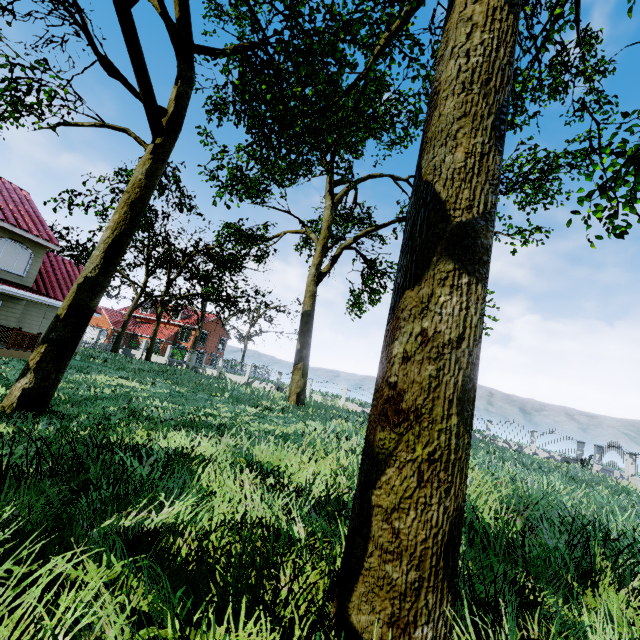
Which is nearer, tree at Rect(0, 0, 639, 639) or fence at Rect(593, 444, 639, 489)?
tree at Rect(0, 0, 639, 639)

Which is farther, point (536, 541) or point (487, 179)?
point (536, 541)

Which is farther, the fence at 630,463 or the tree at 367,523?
the fence at 630,463
